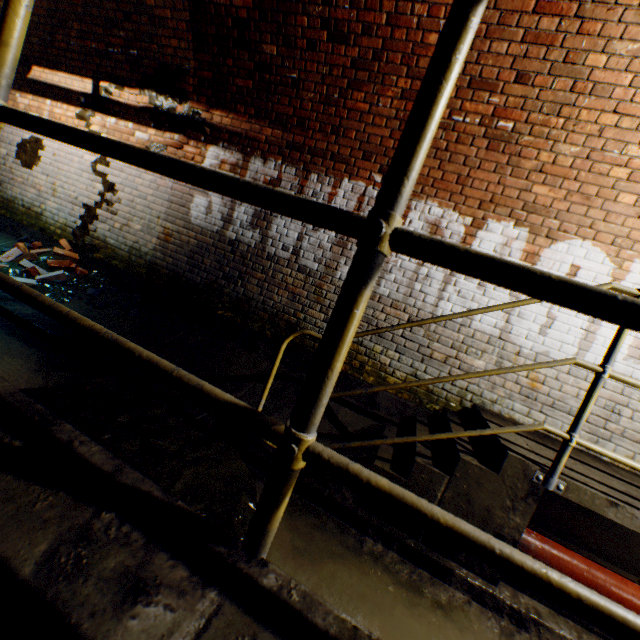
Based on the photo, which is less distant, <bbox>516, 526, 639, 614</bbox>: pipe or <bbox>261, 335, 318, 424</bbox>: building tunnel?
<bbox>516, 526, 639, 614</bbox>: pipe

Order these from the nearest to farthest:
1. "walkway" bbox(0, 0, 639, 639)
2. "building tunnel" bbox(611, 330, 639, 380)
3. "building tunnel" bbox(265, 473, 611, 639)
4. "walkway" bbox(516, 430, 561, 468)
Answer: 1. "walkway" bbox(0, 0, 639, 639)
2. "building tunnel" bbox(265, 473, 611, 639)
3. "walkway" bbox(516, 430, 561, 468)
4. "building tunnel" bbox(611, 330, 639, 380)

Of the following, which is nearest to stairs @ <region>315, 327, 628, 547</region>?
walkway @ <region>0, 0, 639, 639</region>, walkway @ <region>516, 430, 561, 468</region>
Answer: walkway @ <region>516, 430, 561, 468</region>

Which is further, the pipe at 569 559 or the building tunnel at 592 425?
the building tunnel at 592 425

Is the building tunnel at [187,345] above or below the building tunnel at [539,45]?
below

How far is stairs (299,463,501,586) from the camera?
2.2m

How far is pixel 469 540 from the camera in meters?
0.6 m

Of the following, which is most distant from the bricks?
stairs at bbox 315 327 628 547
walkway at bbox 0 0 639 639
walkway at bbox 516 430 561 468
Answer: walkway at bbox 516 430 561 468
